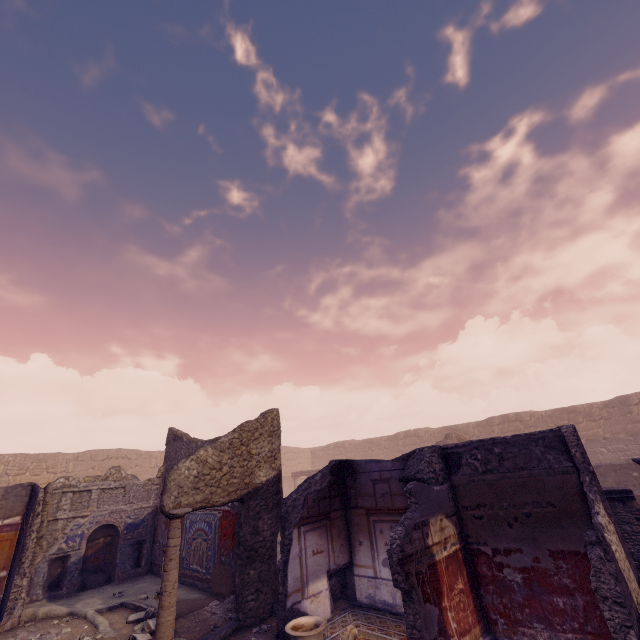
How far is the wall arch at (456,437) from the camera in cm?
1747

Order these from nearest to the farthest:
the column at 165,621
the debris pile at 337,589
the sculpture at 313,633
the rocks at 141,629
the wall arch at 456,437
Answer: the sculpture at 313,633
the column at 165,621
the rocks at 141,629
the debris pile at 337,589
the wall arch at 456,437

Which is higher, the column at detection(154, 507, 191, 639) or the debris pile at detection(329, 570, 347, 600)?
the column at detection(154, 507, 191, 639)

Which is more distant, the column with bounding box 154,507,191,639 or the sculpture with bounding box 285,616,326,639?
the column with bounding box 154,507,191,639

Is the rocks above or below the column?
below

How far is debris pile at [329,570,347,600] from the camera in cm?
704

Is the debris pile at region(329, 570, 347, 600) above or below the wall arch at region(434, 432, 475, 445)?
below

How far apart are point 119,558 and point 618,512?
13.51m
